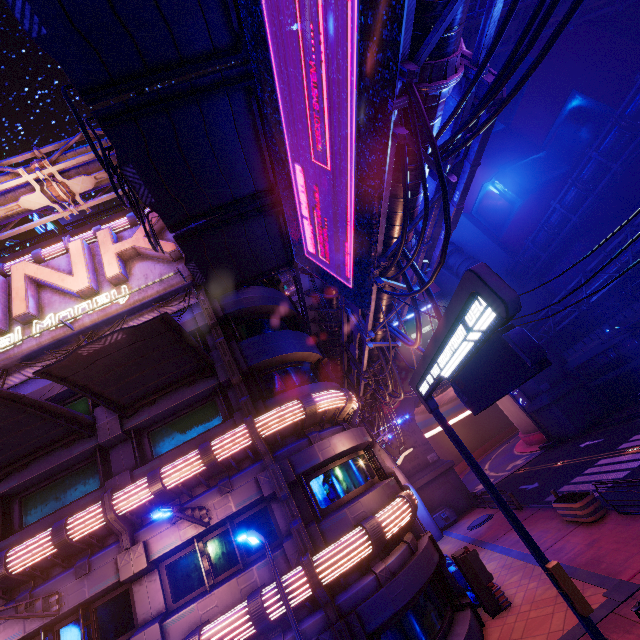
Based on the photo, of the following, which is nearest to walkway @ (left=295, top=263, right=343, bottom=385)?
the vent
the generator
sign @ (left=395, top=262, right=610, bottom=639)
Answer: sign @ (left=395, top=262, right=610, bottom=639)

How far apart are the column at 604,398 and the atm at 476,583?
28.45m

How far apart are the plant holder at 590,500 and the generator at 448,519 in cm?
1312

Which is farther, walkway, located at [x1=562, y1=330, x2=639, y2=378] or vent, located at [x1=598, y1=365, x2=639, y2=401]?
vent, located at [x1=598, y1=365, x2=639, y2=401]

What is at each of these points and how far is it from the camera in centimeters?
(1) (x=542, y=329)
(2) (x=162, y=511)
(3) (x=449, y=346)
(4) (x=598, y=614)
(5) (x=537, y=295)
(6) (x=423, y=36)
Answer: (1) pipe, 3278cm
(2) street light, 838cm
(3) sign, 630cm
(4) beam, 867cm
(5) building, 3622cm
(6) pipe, 567cm

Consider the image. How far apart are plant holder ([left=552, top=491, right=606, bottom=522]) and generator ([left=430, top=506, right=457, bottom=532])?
13.12m

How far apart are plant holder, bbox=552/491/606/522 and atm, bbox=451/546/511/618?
5.0m

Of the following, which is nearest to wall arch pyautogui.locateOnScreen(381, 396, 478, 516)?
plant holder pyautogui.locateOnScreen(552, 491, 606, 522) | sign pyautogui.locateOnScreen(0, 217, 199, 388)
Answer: plant holder pyautogui.locateOnScreen(552, 491, 606, 522)
